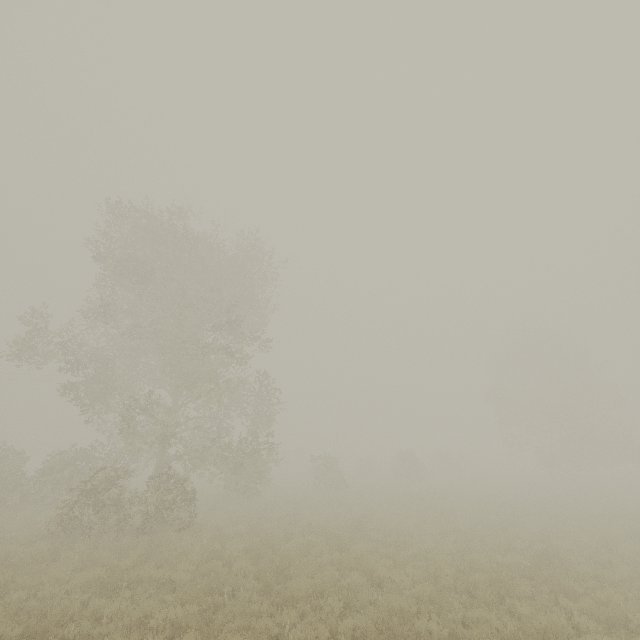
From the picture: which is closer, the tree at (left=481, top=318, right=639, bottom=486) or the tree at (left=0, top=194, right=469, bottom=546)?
the tree at (left=0, top=194, right=469, bottom=546)

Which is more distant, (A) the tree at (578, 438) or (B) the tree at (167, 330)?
(A) the tree at (578, 438)

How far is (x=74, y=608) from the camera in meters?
7.3
